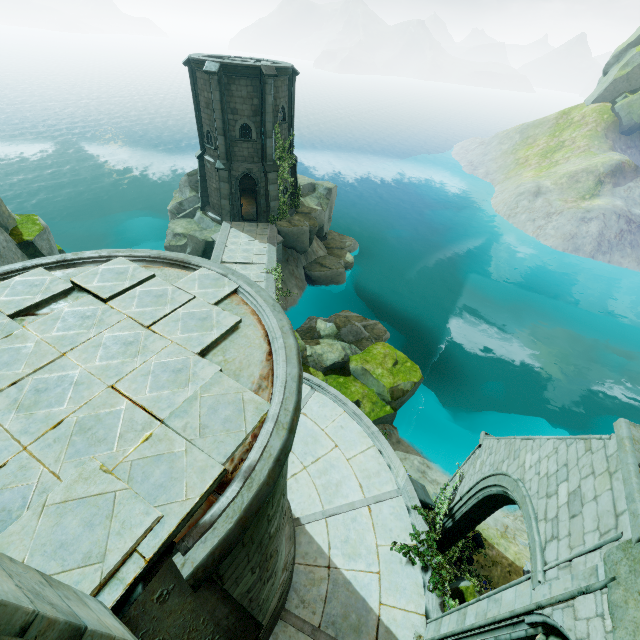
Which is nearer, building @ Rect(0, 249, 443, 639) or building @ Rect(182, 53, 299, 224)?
building @ Rect(0, 249, 443, 639)

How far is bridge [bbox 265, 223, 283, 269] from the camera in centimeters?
2085cm

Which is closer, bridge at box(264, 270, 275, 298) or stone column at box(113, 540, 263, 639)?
stone column at box(113, 540, 263, 639)

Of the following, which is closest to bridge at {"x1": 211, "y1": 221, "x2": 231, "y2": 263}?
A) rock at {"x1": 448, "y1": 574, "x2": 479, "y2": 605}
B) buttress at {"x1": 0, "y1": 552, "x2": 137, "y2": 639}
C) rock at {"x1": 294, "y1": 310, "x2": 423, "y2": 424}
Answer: rock at {"x1": 294, "y1": 310, "x2": 423, "y2": 424}

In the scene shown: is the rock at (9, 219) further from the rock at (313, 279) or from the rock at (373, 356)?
the rock at (313, 279)

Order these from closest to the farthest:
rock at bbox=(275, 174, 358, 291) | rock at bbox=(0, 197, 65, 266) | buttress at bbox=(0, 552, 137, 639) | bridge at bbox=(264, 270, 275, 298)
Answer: buttress at bbox=(0, 552, 137, 639) < rock at bbox=(0, 197, 65, 266) < bridge at bbox=(264, 270, 275, 298) < rock at bbox=(275, 174, 358, 291)

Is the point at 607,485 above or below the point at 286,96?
below

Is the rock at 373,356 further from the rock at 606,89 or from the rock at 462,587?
the rock at 606,89
